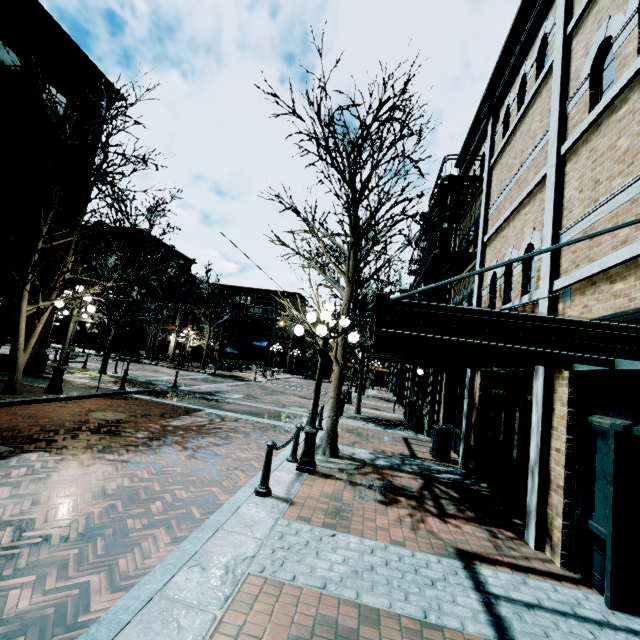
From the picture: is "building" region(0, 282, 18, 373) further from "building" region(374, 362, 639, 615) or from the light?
"building" region(374, 362, 639, 615)

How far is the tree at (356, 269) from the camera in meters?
7.5

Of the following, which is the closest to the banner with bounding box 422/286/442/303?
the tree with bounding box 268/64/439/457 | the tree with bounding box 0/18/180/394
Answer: the tree with bounding box 268/64/439/457

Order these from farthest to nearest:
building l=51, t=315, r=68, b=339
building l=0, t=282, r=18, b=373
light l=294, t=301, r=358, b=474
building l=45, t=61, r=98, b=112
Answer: building l=51, t=315, r=68, b=339, building l=45, t=61, r=98, b=112, building l=0, t=282, r=18, b=373, light l=294, t=301, r=358, b=474

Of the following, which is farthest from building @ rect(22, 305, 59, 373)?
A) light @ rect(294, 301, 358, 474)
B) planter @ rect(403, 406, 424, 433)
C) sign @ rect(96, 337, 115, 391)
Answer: planter @ rect(403, 406, 424, 433)

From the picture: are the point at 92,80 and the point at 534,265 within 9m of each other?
no

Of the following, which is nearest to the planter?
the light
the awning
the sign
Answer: the light

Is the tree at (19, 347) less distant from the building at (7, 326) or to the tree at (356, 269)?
the building at (7, 326)
